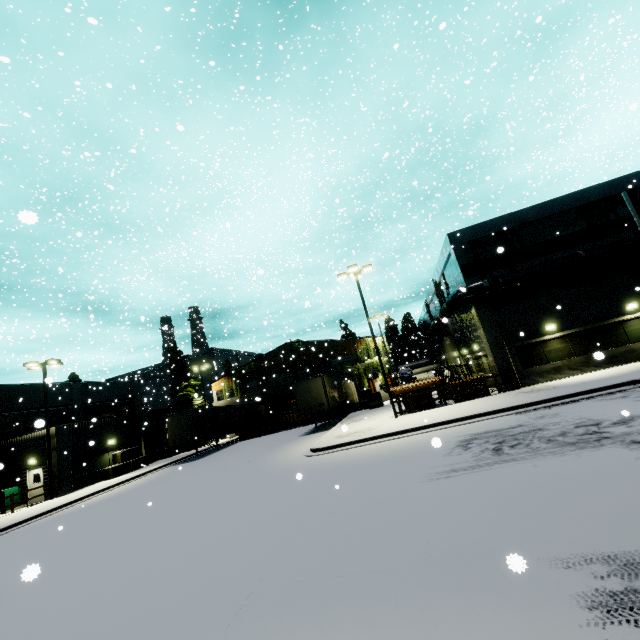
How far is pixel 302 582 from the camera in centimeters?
525cm

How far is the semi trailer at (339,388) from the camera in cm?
2483

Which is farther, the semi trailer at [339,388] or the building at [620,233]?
the semi trailer at [339,388]

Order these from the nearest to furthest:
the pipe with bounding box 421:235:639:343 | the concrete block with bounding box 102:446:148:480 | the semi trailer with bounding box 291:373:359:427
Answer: the pipe with bounding box 421:235:639:343 < the semi trailer with bounding box 291:373:359:427 < the concrete block with bounding box 102:446:148:480

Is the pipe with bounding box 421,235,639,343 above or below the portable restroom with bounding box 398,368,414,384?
above

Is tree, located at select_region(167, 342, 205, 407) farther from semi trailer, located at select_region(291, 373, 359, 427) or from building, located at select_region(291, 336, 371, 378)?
semi trailer, located at select_region(291, 373, 359, 427)

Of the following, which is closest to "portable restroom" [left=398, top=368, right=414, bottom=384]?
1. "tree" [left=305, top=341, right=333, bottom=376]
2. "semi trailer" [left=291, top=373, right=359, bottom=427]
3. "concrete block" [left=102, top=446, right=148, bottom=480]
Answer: "semi trailer" [left=291, top=373, right=359, bottom=427]

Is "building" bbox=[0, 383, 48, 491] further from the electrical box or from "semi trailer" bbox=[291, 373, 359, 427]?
the electrical box
